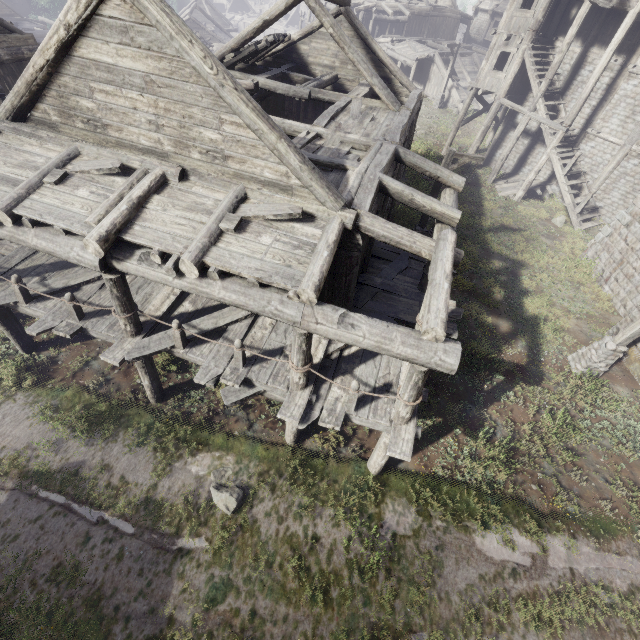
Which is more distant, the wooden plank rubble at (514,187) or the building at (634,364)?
the wooden plank rubble at (514,187)

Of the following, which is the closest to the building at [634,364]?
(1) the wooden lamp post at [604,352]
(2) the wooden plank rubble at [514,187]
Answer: (2) the wooden plank rubble at [514,187]

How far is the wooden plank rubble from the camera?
21.2 meters

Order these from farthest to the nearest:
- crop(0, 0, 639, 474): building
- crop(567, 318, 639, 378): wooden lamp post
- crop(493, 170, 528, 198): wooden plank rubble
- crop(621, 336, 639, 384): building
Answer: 1. crop(493, 170, 528, 198): wooden plank rubble
2. crop(621, 336, 639, 384): building
3. crop(567, 318, 639, 378): wooden lamp post
4. crop(0, 0, 639, 474): building

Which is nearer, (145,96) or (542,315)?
(145,96)

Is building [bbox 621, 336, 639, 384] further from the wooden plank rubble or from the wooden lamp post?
the wooden lamp post

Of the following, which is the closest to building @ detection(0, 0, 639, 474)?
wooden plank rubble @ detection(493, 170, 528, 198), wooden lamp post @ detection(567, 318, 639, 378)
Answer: wooden plank rubble @ detection(493, 170, 528, 198)
